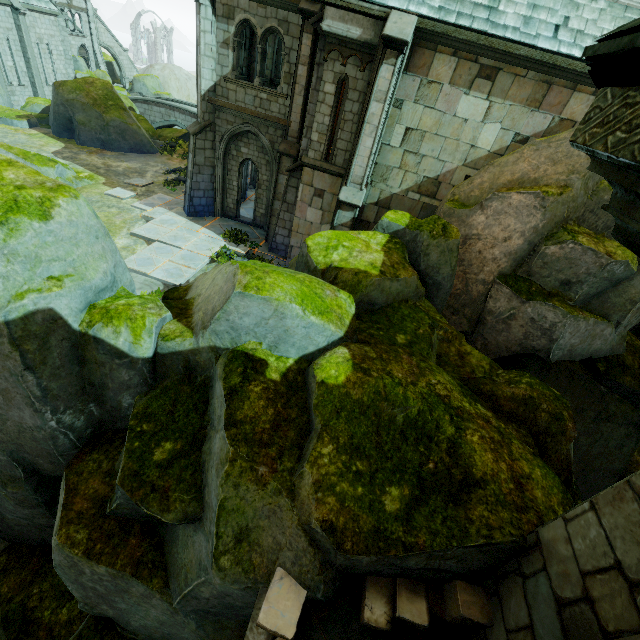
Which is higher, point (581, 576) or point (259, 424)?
point (581, 576)

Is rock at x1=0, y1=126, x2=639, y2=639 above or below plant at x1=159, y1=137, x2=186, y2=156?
above

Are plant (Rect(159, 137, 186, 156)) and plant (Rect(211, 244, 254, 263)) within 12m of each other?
no

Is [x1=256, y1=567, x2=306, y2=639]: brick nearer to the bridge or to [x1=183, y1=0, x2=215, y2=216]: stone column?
[x1=183, y1=0, x2=215, y2=216]: stone column

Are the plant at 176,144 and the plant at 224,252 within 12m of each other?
no

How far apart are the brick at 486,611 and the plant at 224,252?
11.2m

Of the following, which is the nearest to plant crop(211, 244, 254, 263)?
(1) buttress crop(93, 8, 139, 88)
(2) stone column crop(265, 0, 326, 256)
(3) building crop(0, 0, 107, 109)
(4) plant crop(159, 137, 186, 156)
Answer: (2) stone column crop(265, 0, 326, 256)

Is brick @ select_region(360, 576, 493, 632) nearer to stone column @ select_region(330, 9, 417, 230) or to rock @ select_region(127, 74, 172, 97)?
stone column @ select_region(330, 9, 417, 230)
